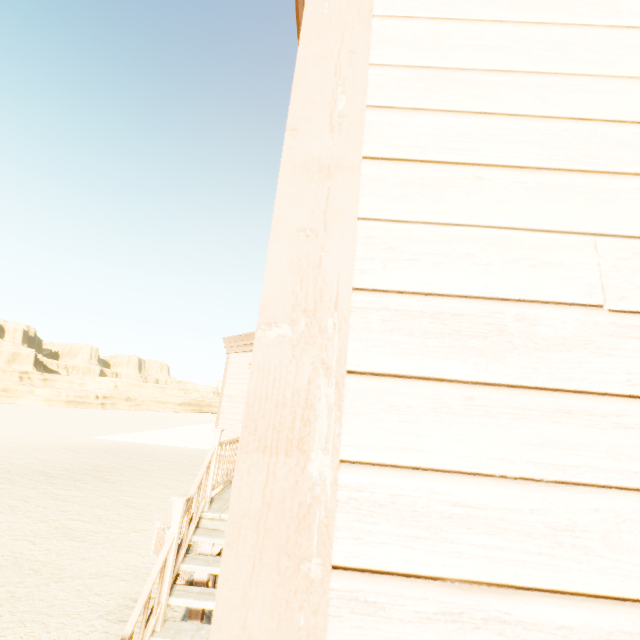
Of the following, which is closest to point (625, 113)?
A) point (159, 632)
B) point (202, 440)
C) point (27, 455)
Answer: point (159, 632)
